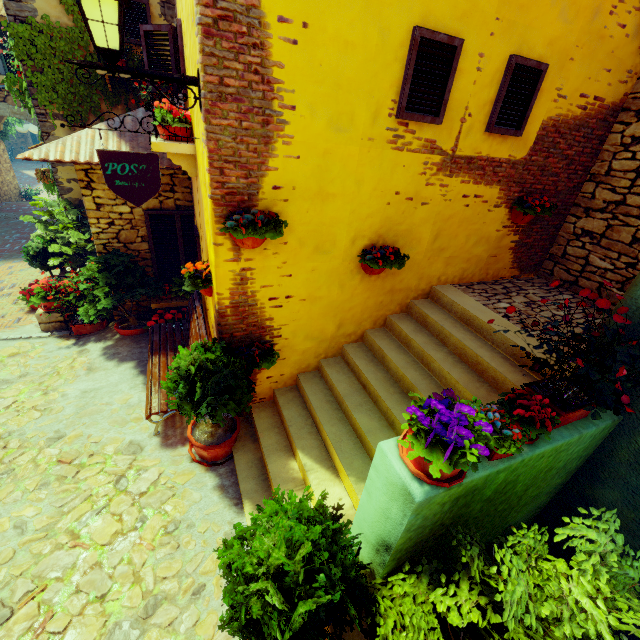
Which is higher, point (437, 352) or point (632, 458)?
point (632, 458)

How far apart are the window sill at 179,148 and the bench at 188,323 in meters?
2.1

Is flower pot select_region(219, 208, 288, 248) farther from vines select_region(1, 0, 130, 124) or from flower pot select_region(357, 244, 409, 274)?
vines select_region(1, 0, 130, 124)

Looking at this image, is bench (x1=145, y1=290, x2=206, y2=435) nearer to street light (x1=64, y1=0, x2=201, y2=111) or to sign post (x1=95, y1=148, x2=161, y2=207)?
sign post (x1=95, y1=148, x2=161, y2=207)

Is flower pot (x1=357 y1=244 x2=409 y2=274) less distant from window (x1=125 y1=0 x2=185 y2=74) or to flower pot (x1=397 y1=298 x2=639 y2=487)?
window (x1=125 y1=0 x2=185 y2=74)

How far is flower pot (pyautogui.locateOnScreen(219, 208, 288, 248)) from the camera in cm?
301

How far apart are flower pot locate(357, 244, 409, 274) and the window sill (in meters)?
2.27

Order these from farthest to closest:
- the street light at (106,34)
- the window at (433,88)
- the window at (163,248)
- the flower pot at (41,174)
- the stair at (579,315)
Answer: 1. the flower pot at (41,174)
2. the window at (163,248)
3. the stair at (579,315)
4. the window at (433,88)
5. the street light at (106,34)
